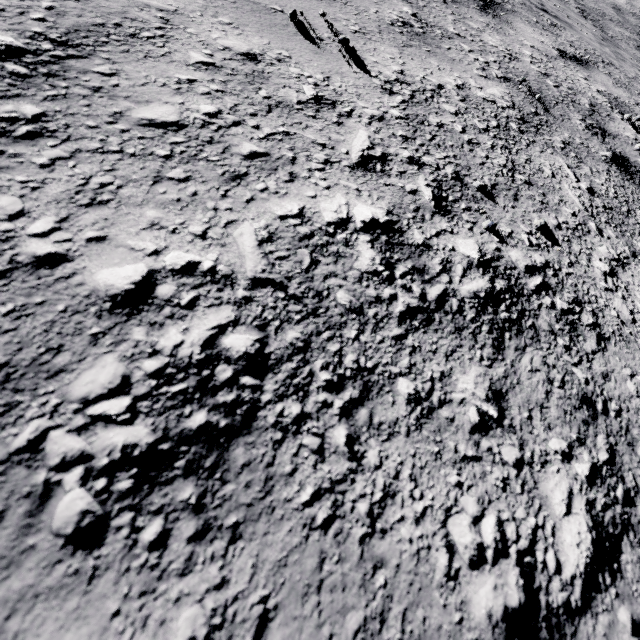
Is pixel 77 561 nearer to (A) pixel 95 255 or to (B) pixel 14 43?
(A) pixel 95 255
